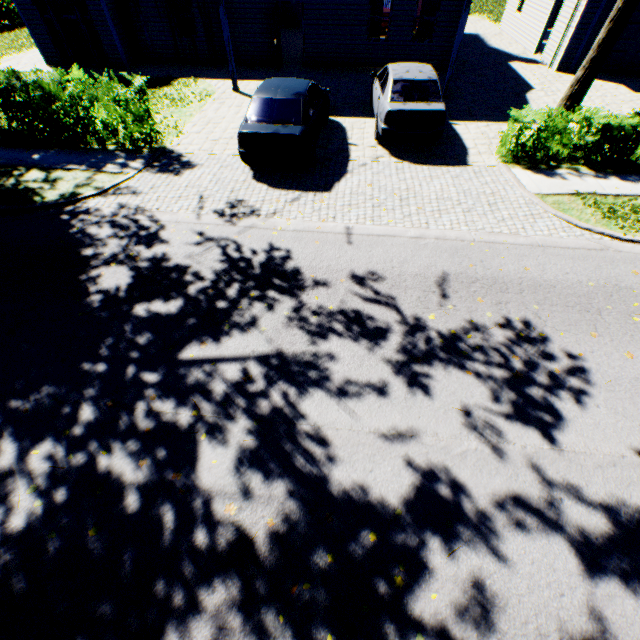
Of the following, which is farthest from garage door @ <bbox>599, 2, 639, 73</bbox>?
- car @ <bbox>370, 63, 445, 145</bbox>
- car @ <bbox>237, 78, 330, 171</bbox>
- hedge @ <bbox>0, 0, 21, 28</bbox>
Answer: hedge @ <bbox>0, 0, 21, 28</bbox>

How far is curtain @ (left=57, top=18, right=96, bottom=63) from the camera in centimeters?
1475cm

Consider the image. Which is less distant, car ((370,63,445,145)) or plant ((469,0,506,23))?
car ((370,63,445,145))

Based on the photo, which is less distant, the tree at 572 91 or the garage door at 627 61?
the tree at 572 91

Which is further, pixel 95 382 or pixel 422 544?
pixel 95 382

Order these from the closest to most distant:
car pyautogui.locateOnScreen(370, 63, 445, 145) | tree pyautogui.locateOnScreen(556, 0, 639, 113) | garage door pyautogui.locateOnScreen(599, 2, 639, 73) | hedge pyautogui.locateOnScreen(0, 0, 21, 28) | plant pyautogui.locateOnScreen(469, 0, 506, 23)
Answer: tree pyautogui.locateOnScreen(556, 0, 639, 113), car pyautogui.locateOnScreen(370, 63, 445, 145), garage door pyautogui.locateOnScreen(599, 2, 639, 73), hedge pyautogui.locateOnScreen(0, 0, 21, 28), plant pyautogui.locateOnScreen(469, 0, 506, 23)

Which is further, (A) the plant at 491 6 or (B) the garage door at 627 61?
(A) the plant at 491 6

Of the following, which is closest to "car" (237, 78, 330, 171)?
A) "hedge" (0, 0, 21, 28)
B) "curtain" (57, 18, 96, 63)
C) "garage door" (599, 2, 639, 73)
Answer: "curtain" (57, 18, 96, 63)
